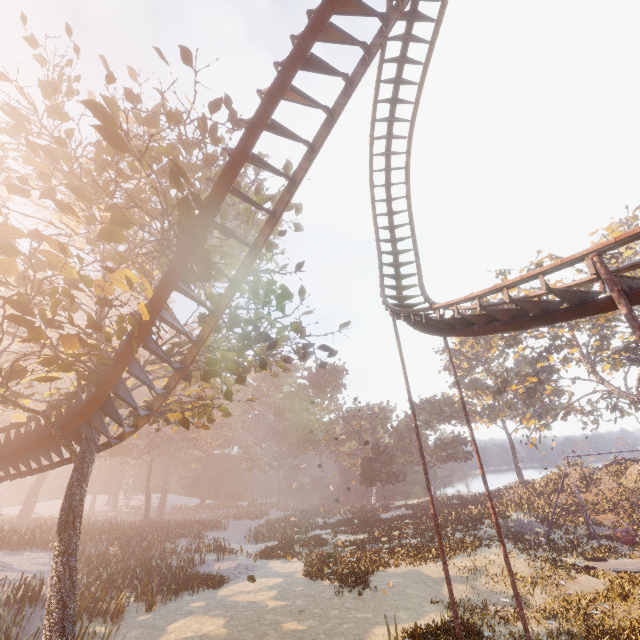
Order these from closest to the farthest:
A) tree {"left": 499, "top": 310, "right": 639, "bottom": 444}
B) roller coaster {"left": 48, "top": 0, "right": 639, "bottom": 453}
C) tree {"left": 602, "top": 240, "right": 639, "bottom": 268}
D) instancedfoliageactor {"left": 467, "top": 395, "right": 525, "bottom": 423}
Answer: roller coaster {"left": 48, "top": 0, "right": 639, "bottom": 453} < tree {"left": 602, "top": 240, "right": 639, "bottom": 268} < tree {"left": 499, "top": 310, "right": 639, "bottom": 444} < instancedfoliageactor {"left": 467, "top": 395, "right": 525, "bottom": 423}

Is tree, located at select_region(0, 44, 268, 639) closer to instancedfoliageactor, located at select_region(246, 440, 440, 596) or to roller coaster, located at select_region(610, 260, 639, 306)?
roller coaster, located at select_region(610, 260, 639, 306)

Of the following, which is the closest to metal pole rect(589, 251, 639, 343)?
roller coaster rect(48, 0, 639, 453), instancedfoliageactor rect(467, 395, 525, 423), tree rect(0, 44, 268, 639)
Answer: roller coaster rect(48, 0, 639, 453)

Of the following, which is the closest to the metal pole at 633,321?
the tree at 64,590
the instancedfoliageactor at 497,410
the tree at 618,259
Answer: the tree at 64,590

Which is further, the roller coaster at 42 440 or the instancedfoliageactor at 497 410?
the instancedfoliageactor at 497 410

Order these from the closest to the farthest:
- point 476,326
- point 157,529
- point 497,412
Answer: point 476,326 → point 157,529 → point 497,412

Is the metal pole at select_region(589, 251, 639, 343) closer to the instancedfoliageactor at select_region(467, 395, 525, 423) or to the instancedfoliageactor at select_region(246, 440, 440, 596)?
the instancedfoliageactor at select_region(246, 440, 440, 596)
